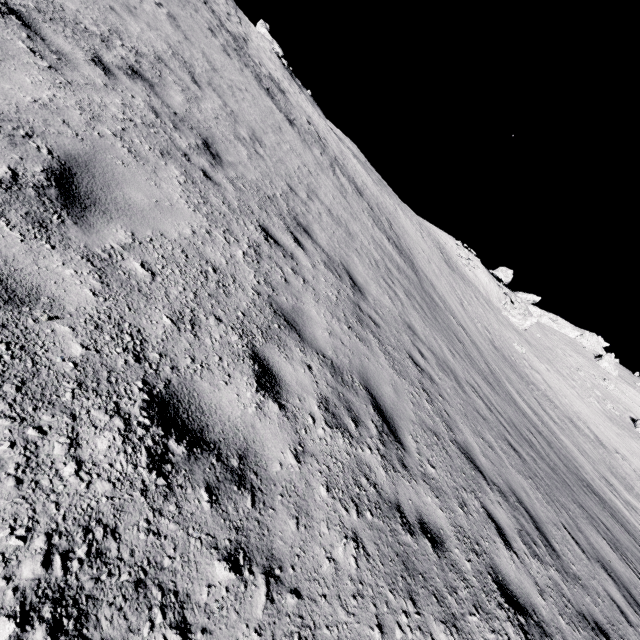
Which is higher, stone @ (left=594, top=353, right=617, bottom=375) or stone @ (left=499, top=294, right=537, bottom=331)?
stone @ (left=594, top=353, right=617, bottom=375)

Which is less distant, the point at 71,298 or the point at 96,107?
the point at 71,298

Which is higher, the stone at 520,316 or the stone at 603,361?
the stone at 603,361

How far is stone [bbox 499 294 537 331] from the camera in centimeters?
4288cm

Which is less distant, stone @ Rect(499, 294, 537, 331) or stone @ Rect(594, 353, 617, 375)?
stone @ Rect(499, 294, 537, 331)

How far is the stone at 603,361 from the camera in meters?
54.4 m

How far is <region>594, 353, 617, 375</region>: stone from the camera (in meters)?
54.41
